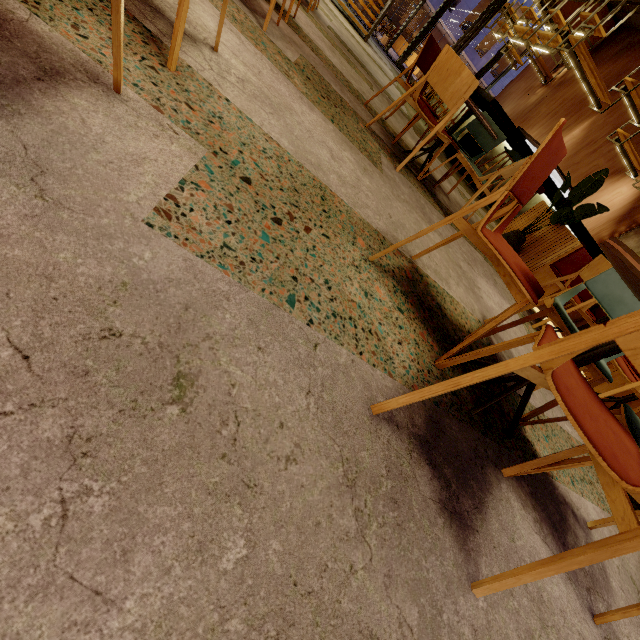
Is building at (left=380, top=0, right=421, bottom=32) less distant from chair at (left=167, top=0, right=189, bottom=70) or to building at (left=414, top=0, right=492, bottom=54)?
building at (left=414, top=0, right=492, bottom=54)

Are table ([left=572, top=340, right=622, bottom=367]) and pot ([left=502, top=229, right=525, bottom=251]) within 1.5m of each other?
no

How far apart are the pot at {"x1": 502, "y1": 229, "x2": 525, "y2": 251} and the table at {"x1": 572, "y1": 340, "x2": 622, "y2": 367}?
3.5m

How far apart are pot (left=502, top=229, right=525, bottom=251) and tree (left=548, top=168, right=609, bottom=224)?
0.1m

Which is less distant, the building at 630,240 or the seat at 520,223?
the seat at 520,223

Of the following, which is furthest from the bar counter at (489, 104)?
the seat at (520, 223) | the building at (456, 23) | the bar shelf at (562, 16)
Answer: the building at (456, 23)

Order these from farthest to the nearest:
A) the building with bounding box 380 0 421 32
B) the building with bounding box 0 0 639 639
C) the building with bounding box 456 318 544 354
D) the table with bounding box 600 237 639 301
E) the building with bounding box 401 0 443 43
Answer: the building with bounding box 380 0 421 32 → the building with bounding box 401 0 443 43 → the building with bounding box 456 318 544 354 → the table with bounding box 600 237 639 301 → the building with bounding box 0 0 639 639

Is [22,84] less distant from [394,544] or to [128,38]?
[128,38]
